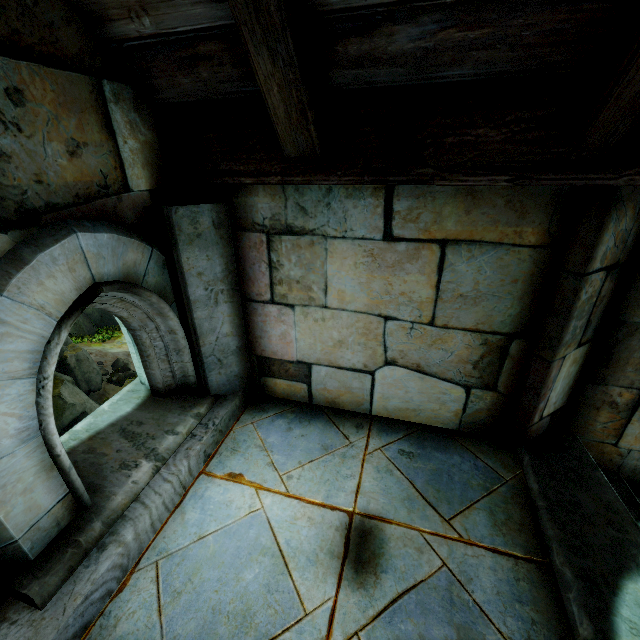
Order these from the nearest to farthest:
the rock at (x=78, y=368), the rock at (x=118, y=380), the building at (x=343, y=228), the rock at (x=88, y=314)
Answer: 1. the building at (x=343, y=228)
2. the rock at (x=78, y=368)
3. the rock at (x=118, y=380)
4. the rock at (x=88, y=314)

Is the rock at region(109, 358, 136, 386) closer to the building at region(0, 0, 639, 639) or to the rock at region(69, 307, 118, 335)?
the rock at region(69, 307, 118, 335)

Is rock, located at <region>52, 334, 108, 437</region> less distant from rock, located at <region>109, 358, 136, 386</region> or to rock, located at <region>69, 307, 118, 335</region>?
rock, located at <region>109, 358, 136, 386</region>

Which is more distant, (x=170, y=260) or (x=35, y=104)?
(x=170, y=260)

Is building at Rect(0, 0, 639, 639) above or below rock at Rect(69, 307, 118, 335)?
above

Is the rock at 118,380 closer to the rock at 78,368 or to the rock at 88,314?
the rock at 78,368
